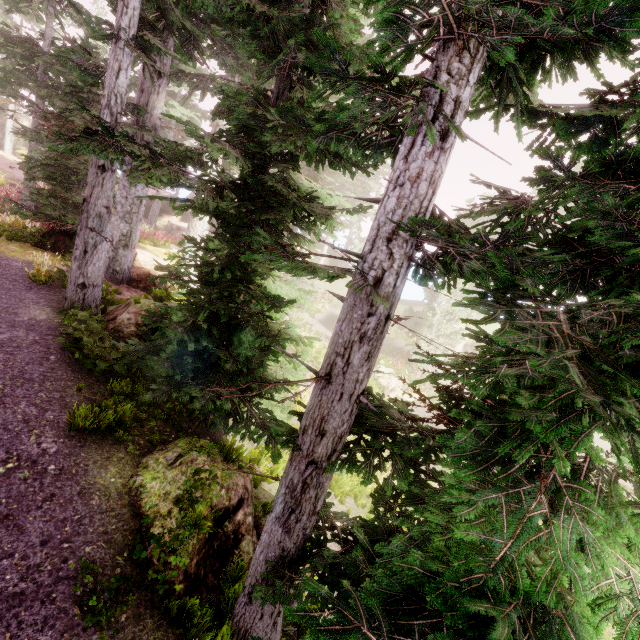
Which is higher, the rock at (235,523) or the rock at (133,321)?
the rock at (133,321)

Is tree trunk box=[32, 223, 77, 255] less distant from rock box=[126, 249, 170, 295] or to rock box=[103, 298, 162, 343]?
rock box=[126, 249, 170, 295]

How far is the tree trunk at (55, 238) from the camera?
12.1 meters

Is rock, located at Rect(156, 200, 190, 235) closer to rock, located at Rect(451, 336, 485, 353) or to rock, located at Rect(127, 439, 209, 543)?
rock, located at Rect(451, 336, 485, 353)

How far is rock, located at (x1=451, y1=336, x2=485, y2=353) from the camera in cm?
3190

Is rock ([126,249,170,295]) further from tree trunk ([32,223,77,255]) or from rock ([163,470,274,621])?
rock ([163,470,274,621])

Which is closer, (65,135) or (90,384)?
(65,135)

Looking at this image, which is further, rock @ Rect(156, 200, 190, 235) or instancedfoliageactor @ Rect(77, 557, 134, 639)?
rock @ Rect(156, 200, 190, 235)
